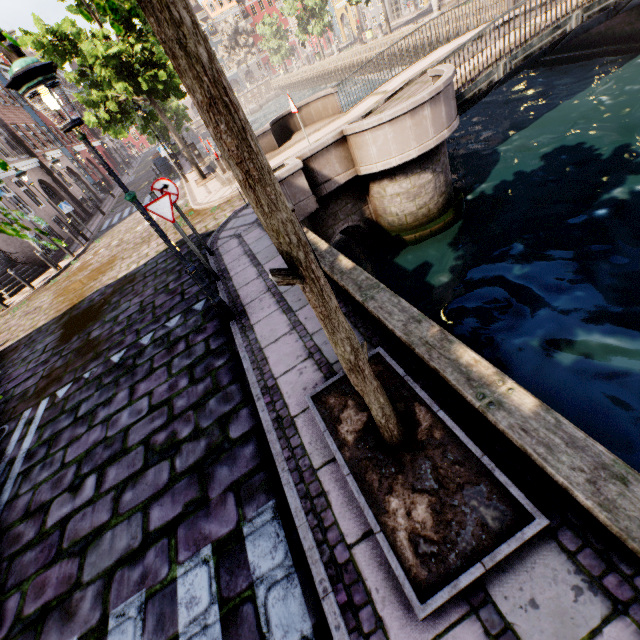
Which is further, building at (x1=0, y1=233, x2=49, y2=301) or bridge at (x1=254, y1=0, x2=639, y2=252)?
building at (x1=0, y1=233, x2=49, y2=301)

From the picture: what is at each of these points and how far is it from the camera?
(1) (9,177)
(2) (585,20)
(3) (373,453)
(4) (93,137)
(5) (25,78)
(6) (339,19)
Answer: (1) building, 17.4 meters
(2) bridge, 9.0 meters
(3) tree planter, 2.8 meters
(4) building, 42.6 meters
(5) street light, 3.1 meters
(6) building, 48.2 meters

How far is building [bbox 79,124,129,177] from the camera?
40.8 meters

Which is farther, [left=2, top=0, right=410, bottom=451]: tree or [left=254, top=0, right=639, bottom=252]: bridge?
[left=254, top=0, right=639, bottom=252]: bridge

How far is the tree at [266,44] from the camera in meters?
49.7 m

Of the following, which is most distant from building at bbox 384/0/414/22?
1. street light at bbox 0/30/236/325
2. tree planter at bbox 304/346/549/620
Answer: street light at bbox 0/30/236/325

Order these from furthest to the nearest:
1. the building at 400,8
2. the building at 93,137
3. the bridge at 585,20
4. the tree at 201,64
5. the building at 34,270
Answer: the building at 93,137 → the building at 400,8 → the building at 34,270 → the bridge at 585,20 → the tree at 201,64

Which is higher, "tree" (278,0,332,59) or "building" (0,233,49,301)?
"tree" (278,0,332,59)
